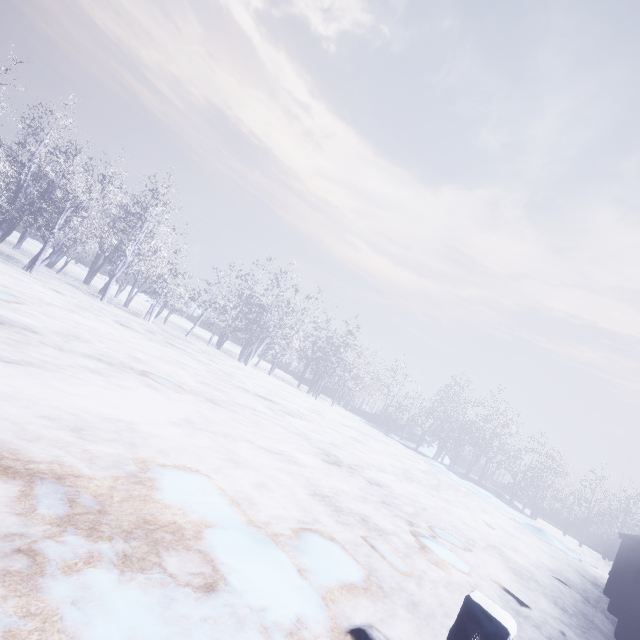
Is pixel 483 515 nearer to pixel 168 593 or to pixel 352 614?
pixel 352 614

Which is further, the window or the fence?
the window

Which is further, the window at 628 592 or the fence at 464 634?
the window at 628 592
